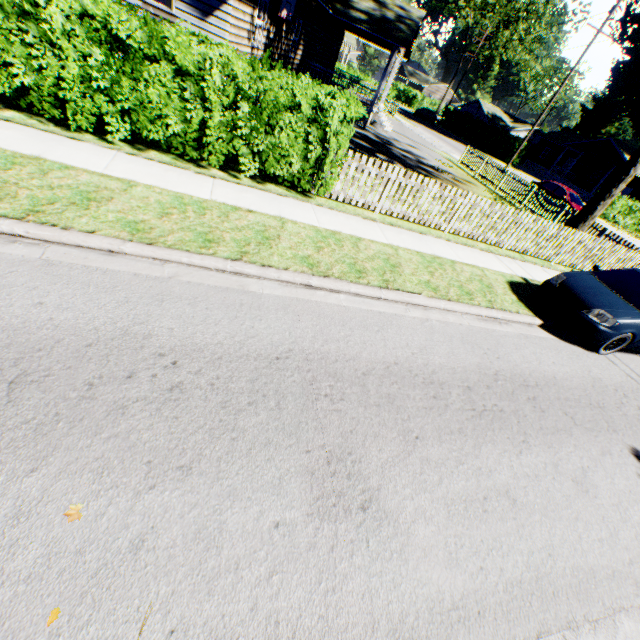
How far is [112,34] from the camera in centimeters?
557cm

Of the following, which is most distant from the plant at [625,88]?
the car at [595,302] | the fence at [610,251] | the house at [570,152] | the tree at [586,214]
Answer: the house at [570,152]

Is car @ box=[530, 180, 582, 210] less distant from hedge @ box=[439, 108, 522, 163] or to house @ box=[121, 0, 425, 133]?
house @ box=[121, 0, 425, 133]

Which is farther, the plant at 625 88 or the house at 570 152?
the house at 570 152

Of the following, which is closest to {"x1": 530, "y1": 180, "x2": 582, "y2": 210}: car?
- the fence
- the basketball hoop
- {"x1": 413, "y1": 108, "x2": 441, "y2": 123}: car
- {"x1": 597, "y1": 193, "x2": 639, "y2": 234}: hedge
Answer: the fence

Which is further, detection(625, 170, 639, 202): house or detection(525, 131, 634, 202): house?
detection(625, 170, 639, 202): house

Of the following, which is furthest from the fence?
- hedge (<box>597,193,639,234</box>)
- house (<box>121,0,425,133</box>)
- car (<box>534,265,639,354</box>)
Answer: hedge (<box>597,193,639,234</box>)

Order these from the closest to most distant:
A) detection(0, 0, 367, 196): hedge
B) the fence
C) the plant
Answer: detection(0, 0, 367, 196): hedge < the fence < the plant
